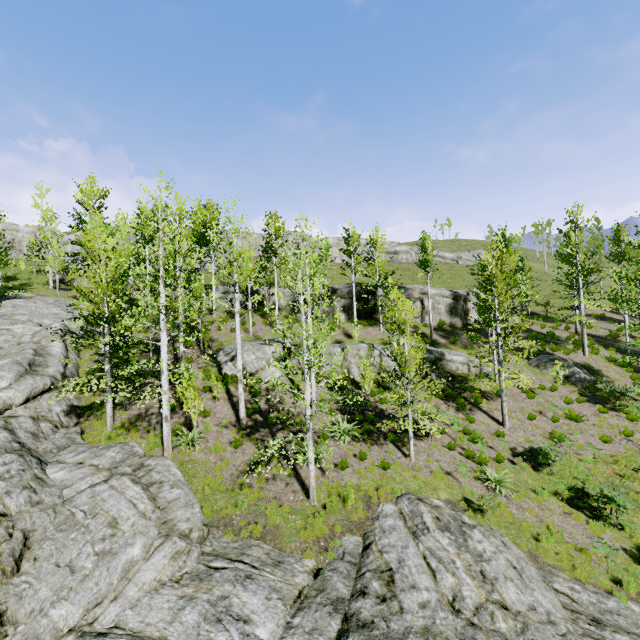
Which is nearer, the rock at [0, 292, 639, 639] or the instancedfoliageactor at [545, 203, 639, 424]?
the rock at [0, 292, 639, 639]

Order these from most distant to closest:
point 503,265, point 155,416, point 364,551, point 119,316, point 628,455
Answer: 1. point 503,265
2. point 119,316
3. point 628,455
4. point 155,416
5. point 364,551

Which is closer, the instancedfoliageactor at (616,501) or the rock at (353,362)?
the instancedfoliageactor at (616,501)

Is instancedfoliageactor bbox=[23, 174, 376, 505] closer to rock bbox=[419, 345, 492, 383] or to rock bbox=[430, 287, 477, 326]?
rock bbox=[419, 345, 492, 383]

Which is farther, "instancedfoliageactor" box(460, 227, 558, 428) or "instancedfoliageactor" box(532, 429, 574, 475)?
"instancedfoliageactor" box(460, 227, 558, 428)

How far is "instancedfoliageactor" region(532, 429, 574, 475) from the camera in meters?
14.2

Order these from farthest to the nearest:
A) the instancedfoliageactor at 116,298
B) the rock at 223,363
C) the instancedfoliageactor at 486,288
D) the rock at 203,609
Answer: the rock at 223,363, the instancedfoliageactor at 486,288, the instancedfoliageactor at 116,298, the rock at 203,609

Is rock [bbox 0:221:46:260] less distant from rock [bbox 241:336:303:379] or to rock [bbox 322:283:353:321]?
rock [bbox 241:336:303:379]
